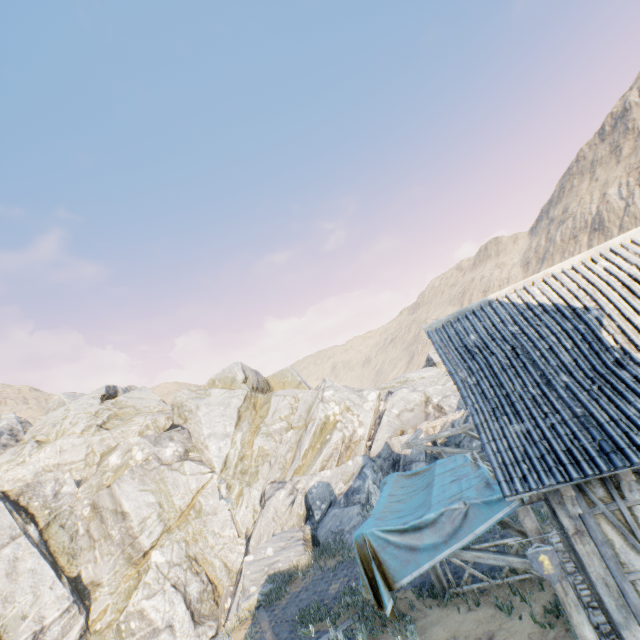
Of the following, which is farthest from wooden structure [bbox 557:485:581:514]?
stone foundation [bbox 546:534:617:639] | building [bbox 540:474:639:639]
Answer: stone foundation [bbox 546:534:617:639]

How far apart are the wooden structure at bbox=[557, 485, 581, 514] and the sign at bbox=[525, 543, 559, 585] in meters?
0.8

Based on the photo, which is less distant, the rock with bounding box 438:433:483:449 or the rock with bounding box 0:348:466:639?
the rock with bounding box 438:433:483:449

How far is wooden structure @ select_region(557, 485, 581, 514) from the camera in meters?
4.6 m

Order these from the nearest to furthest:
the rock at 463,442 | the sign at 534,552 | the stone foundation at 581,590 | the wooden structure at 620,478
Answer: the wooden structure at 620,478 → the sign at 534,552 → the stone foundation at 581,590 → the rock at 463,442

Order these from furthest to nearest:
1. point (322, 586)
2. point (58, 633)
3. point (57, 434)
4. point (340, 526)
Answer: point (57, 434)
point (58, 633)
point (340, 526)
point (322, 586)

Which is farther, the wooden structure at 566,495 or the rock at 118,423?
the rock at 118,423

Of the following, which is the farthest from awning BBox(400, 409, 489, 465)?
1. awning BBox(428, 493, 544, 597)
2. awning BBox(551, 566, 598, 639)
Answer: awning BBox(551, 566, 598, 639)
